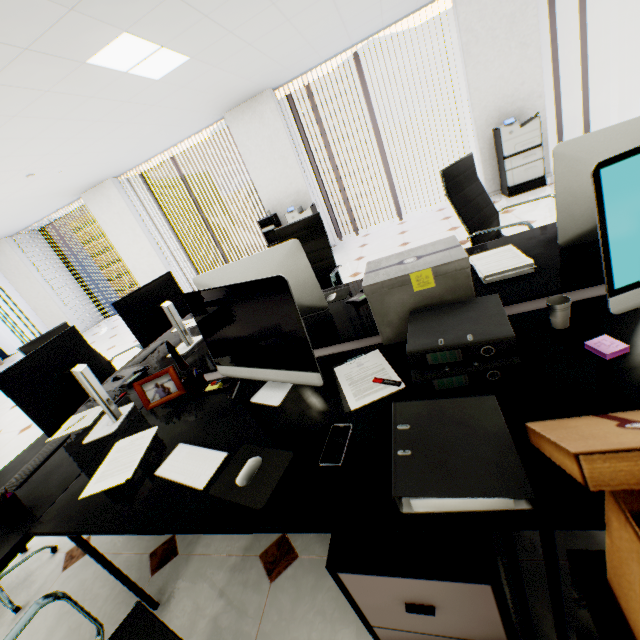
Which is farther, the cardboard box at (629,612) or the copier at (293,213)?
the copier at (293,213)

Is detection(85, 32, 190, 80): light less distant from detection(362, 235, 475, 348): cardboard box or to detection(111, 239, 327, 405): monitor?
detection(111, 239, 327, 405): monitor

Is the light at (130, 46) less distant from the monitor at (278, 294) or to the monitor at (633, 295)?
the monitor at (278, 294)

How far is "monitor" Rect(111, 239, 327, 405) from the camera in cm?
116

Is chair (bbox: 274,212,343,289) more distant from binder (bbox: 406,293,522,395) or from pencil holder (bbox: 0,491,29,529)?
pencil holder (bbox: 0,491,29,529)

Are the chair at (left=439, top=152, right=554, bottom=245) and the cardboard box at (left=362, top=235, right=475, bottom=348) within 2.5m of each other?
yes

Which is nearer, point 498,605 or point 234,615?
point 498,605

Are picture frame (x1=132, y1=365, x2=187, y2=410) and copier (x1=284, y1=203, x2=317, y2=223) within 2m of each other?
no
